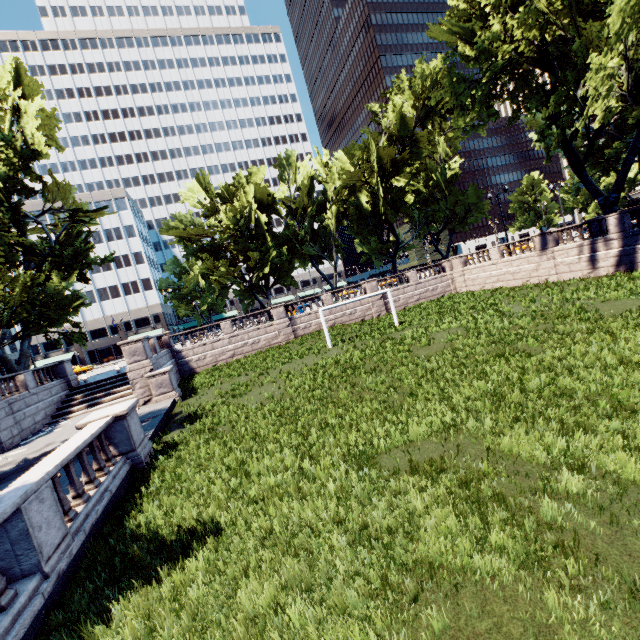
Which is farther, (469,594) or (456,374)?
(456,374)

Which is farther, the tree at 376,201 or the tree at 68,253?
the tree at 68,253

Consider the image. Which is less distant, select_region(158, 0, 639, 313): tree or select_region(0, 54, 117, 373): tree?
select_region(158, 0, 639, 313): tree
